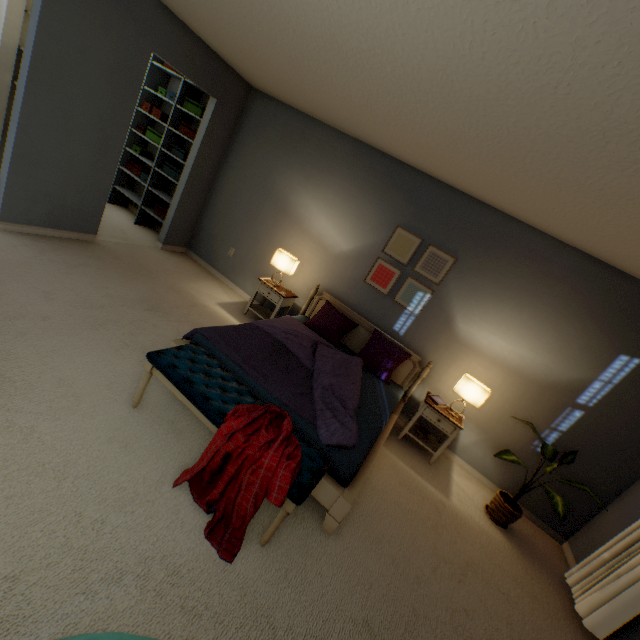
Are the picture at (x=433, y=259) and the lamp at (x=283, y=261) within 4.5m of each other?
yes

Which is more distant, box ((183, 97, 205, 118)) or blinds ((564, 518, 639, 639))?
box ((183, 97, 205, 118))

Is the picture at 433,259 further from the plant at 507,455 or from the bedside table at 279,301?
the plant at 507,455

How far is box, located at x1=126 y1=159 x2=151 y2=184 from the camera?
4.82m

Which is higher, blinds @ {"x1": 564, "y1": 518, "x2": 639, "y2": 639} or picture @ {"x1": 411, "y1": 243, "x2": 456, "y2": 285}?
picture @ {"x1": 411, "y1": 243, "x2": 456, "y2": 285}

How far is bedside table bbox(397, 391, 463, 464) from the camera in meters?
3.2

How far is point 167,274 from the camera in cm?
404

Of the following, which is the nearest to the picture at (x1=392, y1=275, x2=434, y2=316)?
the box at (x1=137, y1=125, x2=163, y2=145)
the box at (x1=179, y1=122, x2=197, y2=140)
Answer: the box at (x1=179, y1=122, x2=197, y2=140)
